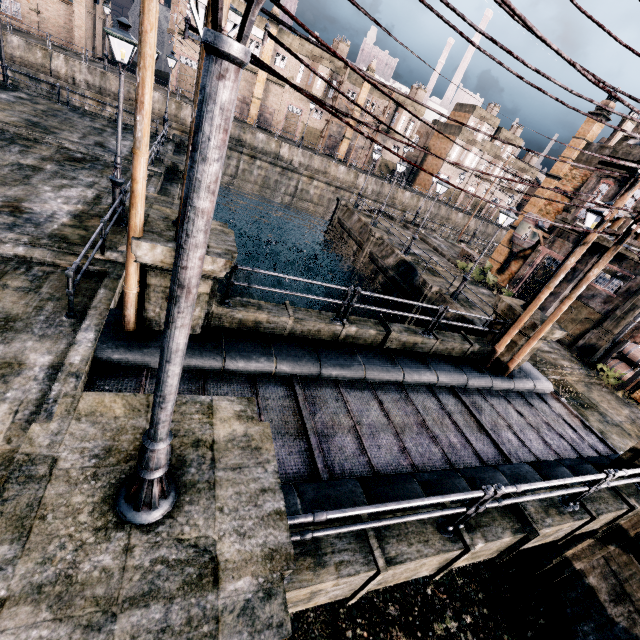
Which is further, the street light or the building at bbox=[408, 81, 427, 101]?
the building at bbox=[408, 81, 427, 101]

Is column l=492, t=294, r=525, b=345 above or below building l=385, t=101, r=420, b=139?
below

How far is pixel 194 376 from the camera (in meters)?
7.44

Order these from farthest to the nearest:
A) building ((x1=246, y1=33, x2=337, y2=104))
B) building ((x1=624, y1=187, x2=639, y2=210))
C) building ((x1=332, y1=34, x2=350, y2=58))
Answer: building ((x1=332, y1=34, x2=350, y2=58)), building ((x1=246, y1=33, x2=337, y2=104)), building ((x1=624, y1=187, x2=639, y2=210))

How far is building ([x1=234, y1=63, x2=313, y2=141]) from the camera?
45.75m

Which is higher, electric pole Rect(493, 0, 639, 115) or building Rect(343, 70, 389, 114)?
building Rect(343, 70, 389, 114)

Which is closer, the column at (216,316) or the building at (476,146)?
the column at (216,316)

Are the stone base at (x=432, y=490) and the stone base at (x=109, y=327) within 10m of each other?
yes
